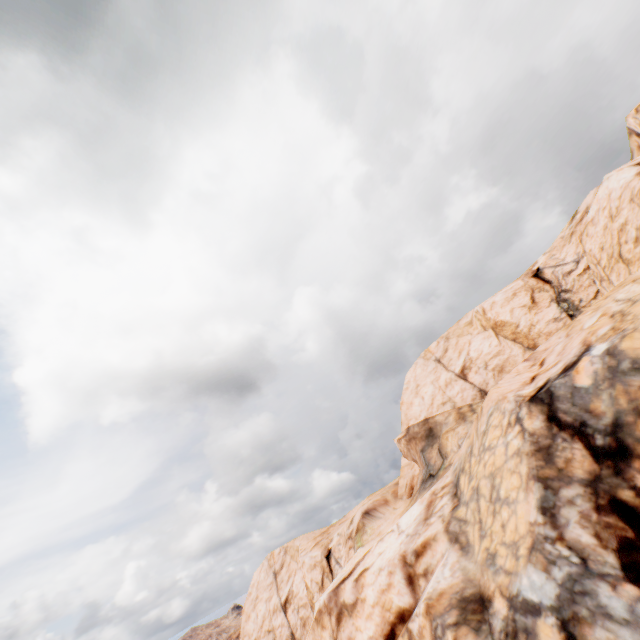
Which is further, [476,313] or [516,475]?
[476,313]
